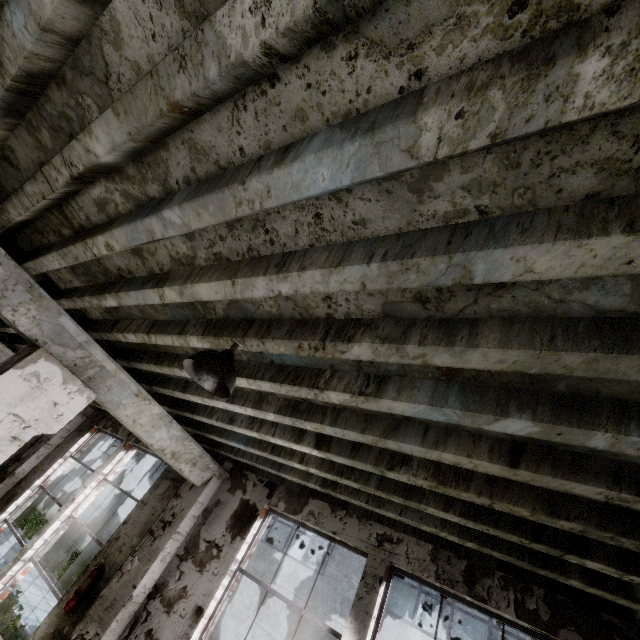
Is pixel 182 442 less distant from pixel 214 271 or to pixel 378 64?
pixel 214 271

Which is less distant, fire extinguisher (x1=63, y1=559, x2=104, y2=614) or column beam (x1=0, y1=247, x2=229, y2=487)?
→ column beam (x1=0, y1=247, x2=229, y2=487)

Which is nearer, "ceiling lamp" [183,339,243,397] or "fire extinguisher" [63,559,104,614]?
"ceiling lamp" [183,339,243,397]

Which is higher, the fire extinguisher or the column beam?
the column beam

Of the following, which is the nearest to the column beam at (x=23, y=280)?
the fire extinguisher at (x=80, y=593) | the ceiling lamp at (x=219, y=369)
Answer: the fire extinguisher at (x=80, y=593)

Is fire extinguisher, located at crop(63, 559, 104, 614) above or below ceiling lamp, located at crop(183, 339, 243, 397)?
below

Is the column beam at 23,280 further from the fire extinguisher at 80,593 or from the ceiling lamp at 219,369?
the ceiling lamp at 219,369

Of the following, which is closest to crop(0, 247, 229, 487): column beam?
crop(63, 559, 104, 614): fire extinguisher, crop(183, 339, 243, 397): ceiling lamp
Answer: crop(63, 559, 104, 614): fire extinguisher
